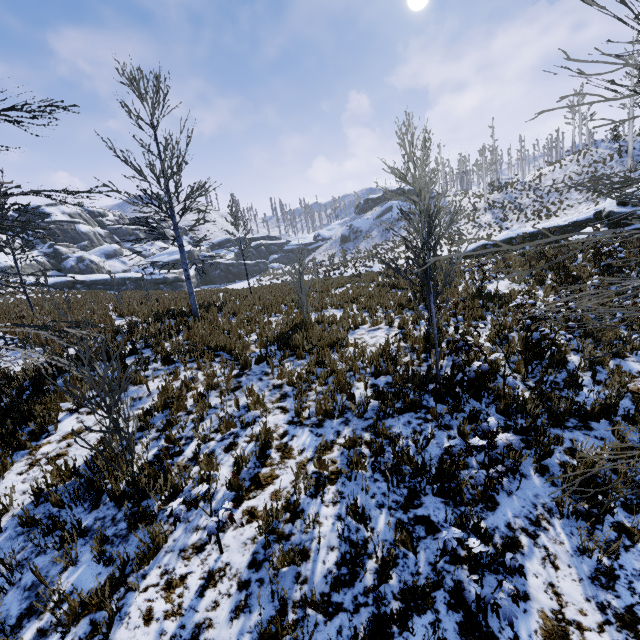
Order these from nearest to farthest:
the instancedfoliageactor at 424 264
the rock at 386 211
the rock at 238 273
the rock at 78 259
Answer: the instancedfoliageactor at 424 264 < the rock at 78 259 < the rock at 238 273 < the rock at 386 211

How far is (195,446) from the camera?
4.8 meters

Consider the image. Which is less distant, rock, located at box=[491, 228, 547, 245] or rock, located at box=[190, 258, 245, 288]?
rock, located at box=[491, 228, 547, 245]

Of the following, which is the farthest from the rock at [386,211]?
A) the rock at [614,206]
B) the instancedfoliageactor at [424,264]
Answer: the rock at [614,206]

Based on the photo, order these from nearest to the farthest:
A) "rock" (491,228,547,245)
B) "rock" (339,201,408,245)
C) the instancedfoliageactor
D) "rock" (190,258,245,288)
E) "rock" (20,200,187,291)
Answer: the instancedfoliageactor → "rock" (491,228,547,245) → "rock" (20,200,187,291) → "rock" (190,258,245,288) → "rock" (339,201,408,245)

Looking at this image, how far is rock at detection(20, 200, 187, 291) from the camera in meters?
44.3 m
